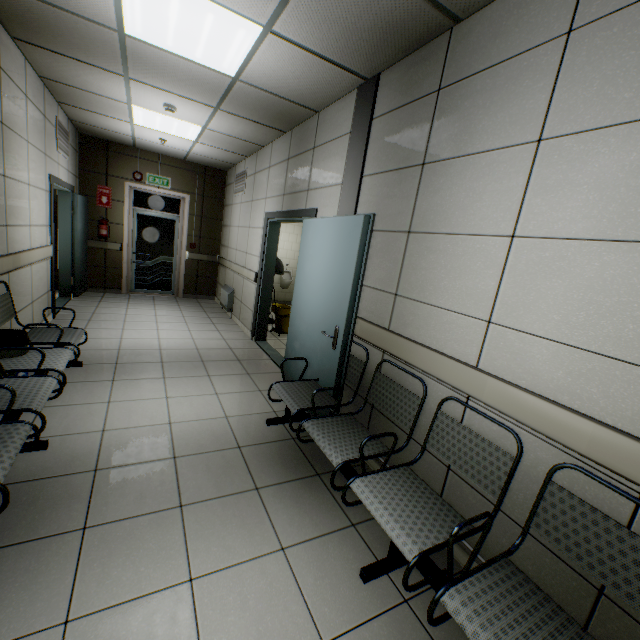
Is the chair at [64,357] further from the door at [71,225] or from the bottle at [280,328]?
the bottle at [280,328]

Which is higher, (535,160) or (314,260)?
(535,160)

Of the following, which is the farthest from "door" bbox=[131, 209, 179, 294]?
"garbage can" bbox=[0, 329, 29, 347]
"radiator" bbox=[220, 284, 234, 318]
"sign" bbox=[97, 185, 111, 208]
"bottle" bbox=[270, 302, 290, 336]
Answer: "garbage can" bbox=[0, 329, 29, 347]

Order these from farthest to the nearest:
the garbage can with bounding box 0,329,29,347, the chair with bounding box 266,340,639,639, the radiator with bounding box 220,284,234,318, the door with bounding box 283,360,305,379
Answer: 1. the radiator with bounding box 220,284,234,318
2. the door with bounding box 283,360,305,379
3. the garbage can with bounding box 0,329,29,347
4. the chair with bounding box 266,340,639,639

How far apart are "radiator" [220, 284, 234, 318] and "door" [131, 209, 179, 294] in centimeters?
159cm

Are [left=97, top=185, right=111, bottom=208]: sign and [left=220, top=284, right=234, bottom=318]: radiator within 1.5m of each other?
no

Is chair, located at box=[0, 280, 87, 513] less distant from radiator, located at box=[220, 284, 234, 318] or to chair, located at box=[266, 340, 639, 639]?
chair, located at box=[266, 340, 639, 639]

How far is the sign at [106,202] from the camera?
7.0 meters
